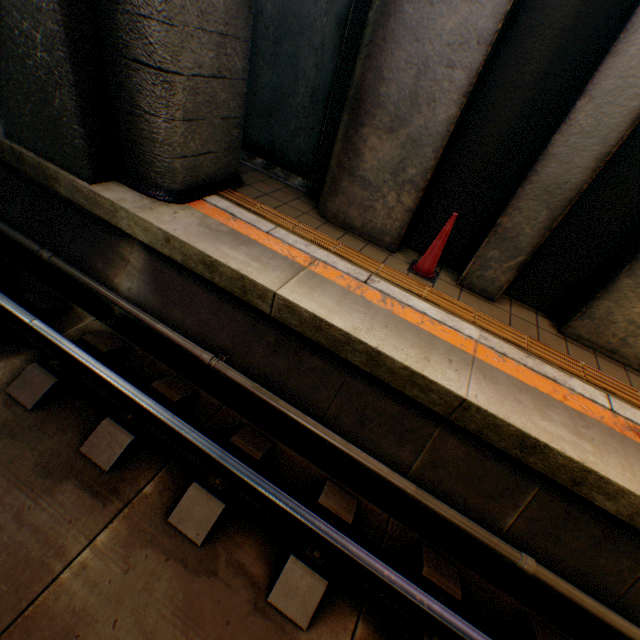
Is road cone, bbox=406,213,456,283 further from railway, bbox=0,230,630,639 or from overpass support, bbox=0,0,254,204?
overpass support, bbox=0,0,254,204

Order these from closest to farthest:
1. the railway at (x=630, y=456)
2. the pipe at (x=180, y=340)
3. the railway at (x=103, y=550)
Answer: the railway at (x=103, y=550), the railway at (x=630, y=456), the pipe at (x=180, y=340)

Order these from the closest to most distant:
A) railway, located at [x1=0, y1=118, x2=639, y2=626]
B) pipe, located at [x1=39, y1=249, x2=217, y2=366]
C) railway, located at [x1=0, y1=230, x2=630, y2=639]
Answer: railway, located at [x1=0, y1=230, x2=630, y2=639] < railway, located at [x1=0, y1=118, x2=639, y2=626] < pipe, located at [x1=39, y1=249, x2=217, y2=366]

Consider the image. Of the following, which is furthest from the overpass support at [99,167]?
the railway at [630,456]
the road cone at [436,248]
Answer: the road cone at [436,248]

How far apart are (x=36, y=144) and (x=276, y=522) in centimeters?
505cm

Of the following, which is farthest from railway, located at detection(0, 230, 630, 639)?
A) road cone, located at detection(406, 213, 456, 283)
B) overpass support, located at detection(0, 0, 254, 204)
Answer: → road cone, located at detection(406, 213, 456, 283)

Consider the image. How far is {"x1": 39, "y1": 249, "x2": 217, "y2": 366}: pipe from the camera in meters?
3.6 m
